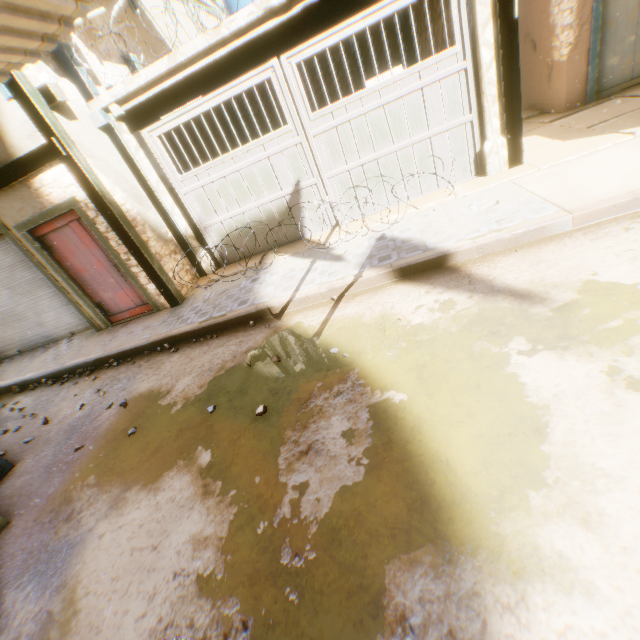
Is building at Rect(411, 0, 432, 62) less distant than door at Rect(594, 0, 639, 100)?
No

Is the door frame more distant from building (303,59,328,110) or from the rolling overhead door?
the rolling overhead door

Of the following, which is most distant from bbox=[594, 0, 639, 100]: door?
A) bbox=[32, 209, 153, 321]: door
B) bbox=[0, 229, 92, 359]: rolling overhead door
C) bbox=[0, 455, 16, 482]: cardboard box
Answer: bbox=[32, 209, 153, 321]: door

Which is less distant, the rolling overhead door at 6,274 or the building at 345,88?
the rolling overhead door at 6,274

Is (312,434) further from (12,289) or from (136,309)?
(12,289)

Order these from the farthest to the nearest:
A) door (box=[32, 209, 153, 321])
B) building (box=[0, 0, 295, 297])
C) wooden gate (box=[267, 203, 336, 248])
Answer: wooden gate (box=[267, 203, 336, 248]) < door (box=[32, 209, 153, 321]) < building (box=[0, 0, 295, 297])

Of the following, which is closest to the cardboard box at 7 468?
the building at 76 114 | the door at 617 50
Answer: the building at 76 114

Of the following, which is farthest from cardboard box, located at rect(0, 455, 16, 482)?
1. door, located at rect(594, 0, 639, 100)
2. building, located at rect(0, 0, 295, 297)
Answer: door, located at rect(594, 0, 639, 100)
